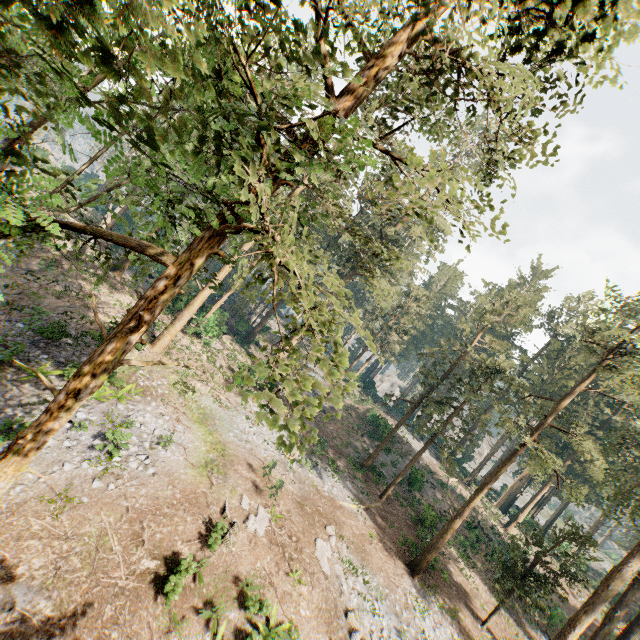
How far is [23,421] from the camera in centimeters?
1326cm

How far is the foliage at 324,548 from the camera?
15.6 meters

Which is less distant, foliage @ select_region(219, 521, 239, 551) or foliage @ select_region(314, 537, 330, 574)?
foliage @ select_region(219, 521, 239, 551)

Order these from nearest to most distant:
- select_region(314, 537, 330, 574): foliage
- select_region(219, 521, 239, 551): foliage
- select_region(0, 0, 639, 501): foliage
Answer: select_region(0, 0, 639, 501): foliage
select_region(219, 521, 239, 551): foliage
select_region(314, 537, 330, 574): foliage

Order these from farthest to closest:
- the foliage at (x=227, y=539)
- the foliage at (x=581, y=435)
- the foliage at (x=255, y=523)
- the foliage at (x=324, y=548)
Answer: the foliage at (x=581, y=435) < the foliage at (x=324, y=548) < the foliage at (x=255, y=523) < the foliage at (x=227, y=539)

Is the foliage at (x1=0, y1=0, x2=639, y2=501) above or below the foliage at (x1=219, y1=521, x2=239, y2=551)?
above

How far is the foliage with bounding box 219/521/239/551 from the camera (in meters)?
12.84
